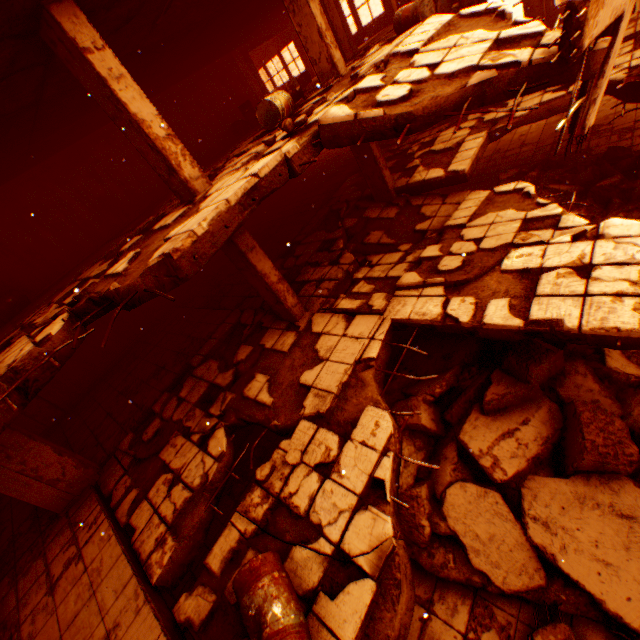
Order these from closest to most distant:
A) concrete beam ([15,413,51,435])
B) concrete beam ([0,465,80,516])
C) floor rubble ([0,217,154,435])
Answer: floor rubble ([0,217,154,435]) < concrete beam ([0,465,80,516]) < concrete beam ([15,413,51,435])

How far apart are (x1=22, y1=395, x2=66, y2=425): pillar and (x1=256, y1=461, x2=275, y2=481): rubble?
9.3m

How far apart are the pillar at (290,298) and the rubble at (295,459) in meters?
3.0

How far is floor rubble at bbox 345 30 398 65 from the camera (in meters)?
8.95

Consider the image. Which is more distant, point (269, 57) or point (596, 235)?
point (269, 57)

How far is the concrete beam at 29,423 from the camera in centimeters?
965cm

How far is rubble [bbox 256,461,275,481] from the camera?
4.52m
